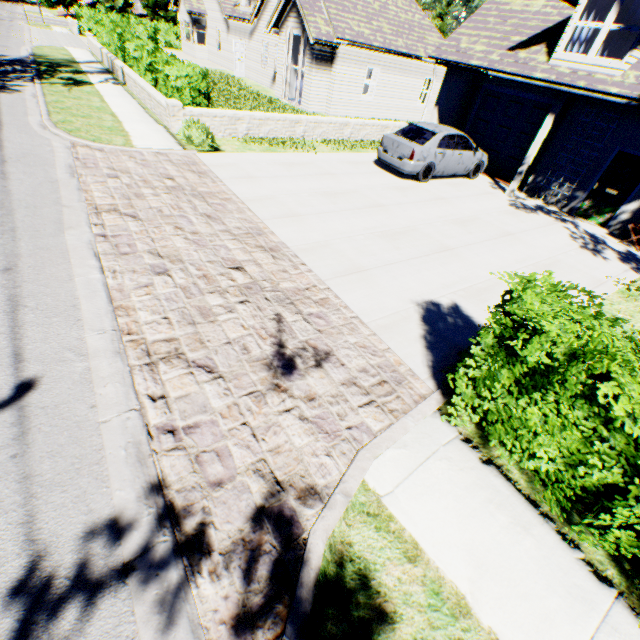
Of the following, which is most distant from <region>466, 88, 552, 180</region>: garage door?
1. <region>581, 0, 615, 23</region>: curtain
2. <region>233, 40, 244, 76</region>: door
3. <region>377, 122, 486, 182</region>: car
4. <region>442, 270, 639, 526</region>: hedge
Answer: <region>233, 40, 244, 76</region>: door

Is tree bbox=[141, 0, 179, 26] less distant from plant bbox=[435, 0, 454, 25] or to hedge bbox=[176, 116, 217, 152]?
plant bbox=[435, 0, 454, 25]

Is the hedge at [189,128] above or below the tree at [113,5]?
below

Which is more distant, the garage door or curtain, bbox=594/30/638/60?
the garage door

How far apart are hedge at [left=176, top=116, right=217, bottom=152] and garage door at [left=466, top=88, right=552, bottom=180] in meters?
11.6

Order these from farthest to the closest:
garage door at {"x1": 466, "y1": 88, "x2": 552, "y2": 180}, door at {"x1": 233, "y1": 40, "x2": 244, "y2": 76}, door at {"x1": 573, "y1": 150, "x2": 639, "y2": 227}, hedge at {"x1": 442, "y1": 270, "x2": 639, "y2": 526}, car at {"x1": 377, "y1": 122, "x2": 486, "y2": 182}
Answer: door at {"x1": 233, "y1": 40, "x2": 244, "y2": 76} → garage door at {"x1": 466, "y1": 88, "x2": 552, "y2": 180} → car at {"x1": 377, "y1": 122, "x2": 486, "y2": 182} → door at {"x1": 573, "y1": 150, "x2": 639, "y2": 227} → hedge at {"x1": 442, "y1": 270, "x2": 639, "y2": 526}

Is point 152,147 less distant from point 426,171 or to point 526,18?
point 426,171

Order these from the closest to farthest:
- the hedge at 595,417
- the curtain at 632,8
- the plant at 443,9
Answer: the hedge at 595,417 → the curtain at 632,8 → the plant at 443,9
